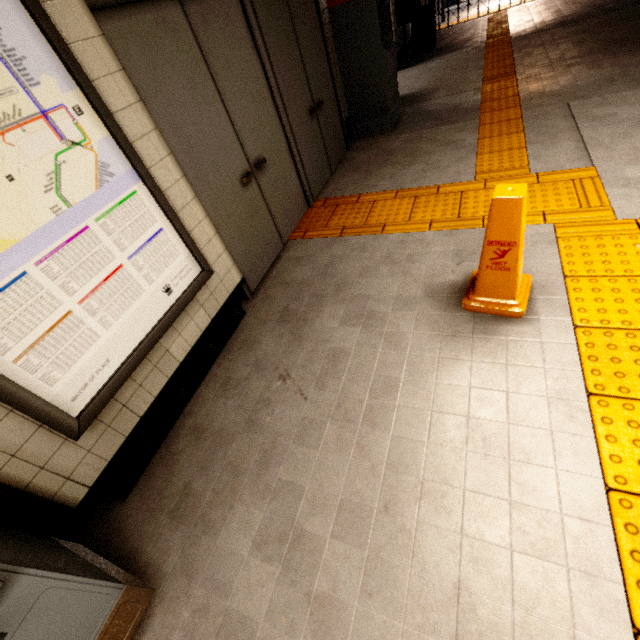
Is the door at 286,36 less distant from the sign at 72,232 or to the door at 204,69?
the door at 204,69

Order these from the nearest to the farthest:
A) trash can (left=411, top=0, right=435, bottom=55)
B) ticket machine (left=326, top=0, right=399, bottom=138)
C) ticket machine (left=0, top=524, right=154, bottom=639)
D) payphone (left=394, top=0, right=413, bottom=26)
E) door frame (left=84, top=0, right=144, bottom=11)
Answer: ticket machine (left=0, top=524, right=154, bottom=639), door frame (left=84, top=0, right=144, bottom=11), ticket machine (left=326, top=0, right=399, bottom=138), payphone (left=394, top=0, right=413, bottom=26), trash can (left=411, top=0, right=435, bottom=55)

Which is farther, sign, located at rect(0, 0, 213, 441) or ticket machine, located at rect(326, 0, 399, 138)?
ticket machine, located at rect(326, 0, 399, 138)

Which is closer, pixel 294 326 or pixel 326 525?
pixel 326 525

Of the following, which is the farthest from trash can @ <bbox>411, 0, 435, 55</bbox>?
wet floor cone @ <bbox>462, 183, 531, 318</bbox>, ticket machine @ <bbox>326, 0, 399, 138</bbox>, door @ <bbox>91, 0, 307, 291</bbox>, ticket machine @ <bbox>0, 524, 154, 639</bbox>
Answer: ticket machine @ <bbox>0, 524, 154, 639</bbox>

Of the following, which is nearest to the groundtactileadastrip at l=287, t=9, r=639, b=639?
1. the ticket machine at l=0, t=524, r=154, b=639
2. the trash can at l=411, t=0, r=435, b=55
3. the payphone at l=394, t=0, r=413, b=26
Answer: the ticket machine at l=0, t=524, r=154, b=639

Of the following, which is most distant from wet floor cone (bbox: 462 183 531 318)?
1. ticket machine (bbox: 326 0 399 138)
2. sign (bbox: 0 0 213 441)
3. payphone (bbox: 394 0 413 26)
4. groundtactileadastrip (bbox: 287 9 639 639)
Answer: payphone (bbox: 394 0 413 26)

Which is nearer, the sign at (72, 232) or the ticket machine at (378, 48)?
the sign at (72, 232)
